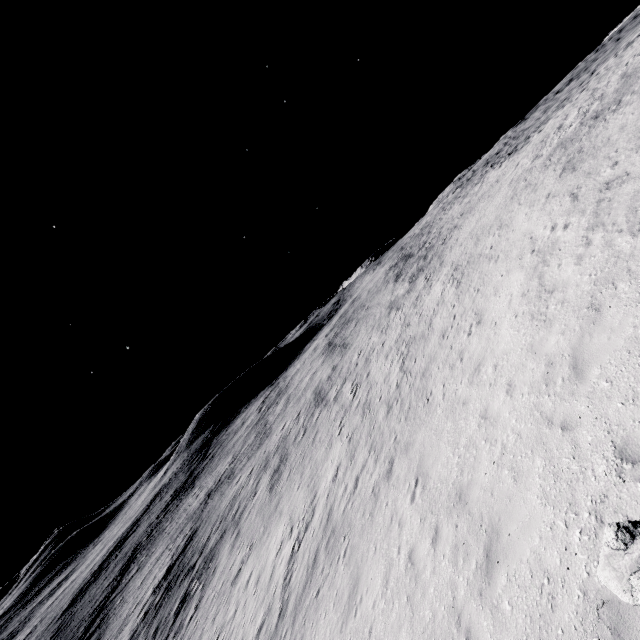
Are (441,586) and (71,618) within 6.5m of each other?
no
